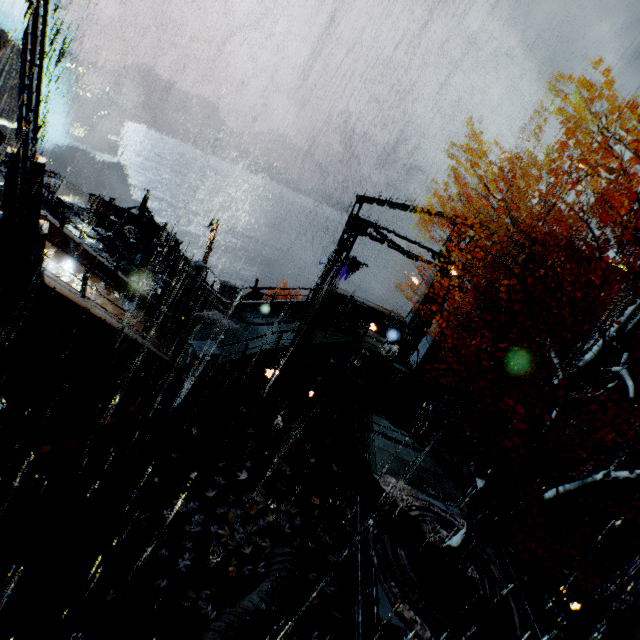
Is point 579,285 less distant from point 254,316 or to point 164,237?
point 254,316

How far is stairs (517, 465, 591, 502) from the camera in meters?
12.8

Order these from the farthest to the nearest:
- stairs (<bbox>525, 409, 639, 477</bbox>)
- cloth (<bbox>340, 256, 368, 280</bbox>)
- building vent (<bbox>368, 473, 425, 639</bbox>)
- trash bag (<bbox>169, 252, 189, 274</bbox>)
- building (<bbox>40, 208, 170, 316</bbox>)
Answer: cloth (<bbox>340, 256, 368, 280</bbox>)
trash bag (<bbox>169, 252, 189, 274</bbox>)
stairs (<bbox>525, 409, 639, 477</bbox>)
building (<bbox>40, 208, 170, 316</bbox>)
building vent (<bbox>368, 473, 425, 639</bbox>)

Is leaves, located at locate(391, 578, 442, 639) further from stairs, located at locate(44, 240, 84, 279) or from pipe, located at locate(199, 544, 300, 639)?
stairs, located at locate(44, 240, 84, 279)

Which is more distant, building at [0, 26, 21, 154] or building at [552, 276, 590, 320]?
building at [0, 26, 21, 154]

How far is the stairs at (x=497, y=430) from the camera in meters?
14.6

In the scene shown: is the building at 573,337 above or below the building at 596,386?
above

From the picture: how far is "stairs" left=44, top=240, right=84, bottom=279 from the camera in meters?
10.5 m
